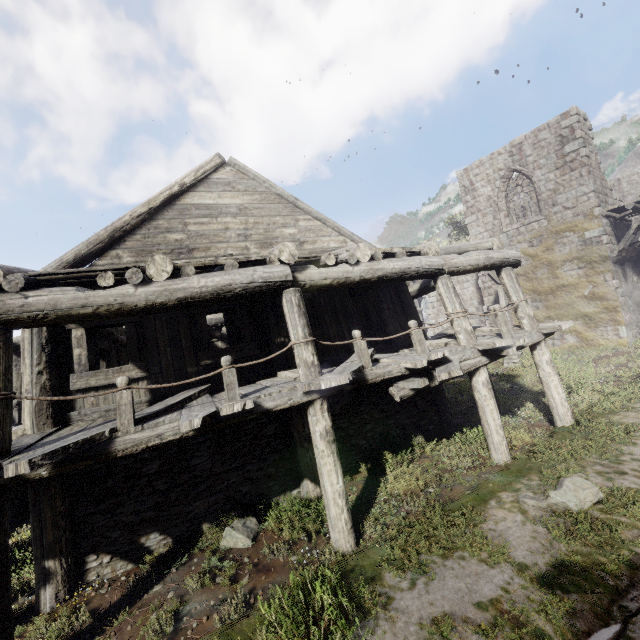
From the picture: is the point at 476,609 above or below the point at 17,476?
below

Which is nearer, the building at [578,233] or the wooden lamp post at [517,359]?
the building at [578,233]

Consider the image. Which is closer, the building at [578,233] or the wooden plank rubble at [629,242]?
the building at [578,233]

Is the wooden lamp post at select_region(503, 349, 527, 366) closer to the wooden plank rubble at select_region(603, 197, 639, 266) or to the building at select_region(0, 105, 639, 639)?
the building at select_region(0, 105, 639, 639)

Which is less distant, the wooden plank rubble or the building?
the building

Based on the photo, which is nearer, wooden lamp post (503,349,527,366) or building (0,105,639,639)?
building (0,105,639,639)

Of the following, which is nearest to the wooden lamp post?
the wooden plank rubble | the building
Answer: the building

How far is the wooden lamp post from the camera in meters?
15.7 m
